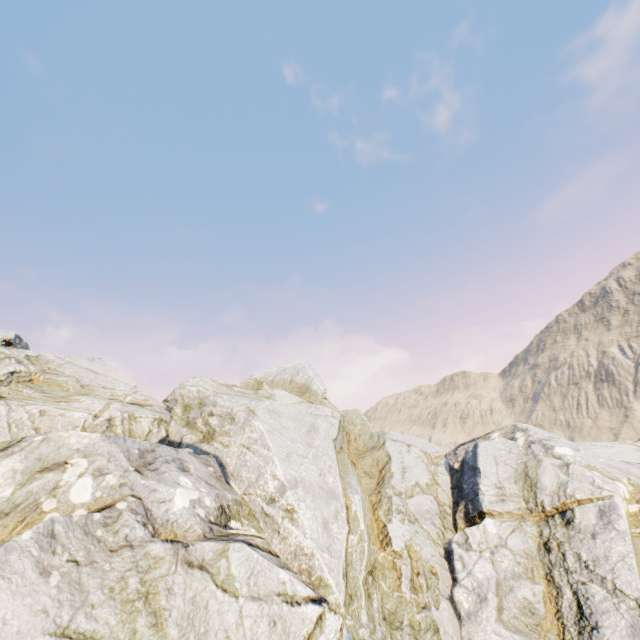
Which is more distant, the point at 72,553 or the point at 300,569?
the point at 300,569
